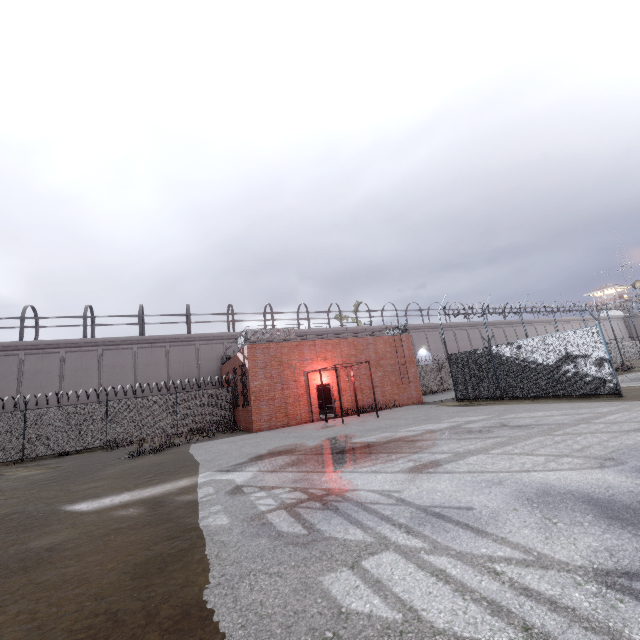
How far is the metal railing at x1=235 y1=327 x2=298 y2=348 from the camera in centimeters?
1906cm

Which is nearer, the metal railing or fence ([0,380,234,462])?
fence ([0,380,234,462])

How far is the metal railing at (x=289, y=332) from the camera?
19.1m

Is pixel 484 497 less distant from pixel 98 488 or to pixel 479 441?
pixel 479 441

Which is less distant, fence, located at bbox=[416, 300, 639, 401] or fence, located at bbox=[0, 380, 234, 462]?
fence, located at bbox=[416, 300, 639, 401]

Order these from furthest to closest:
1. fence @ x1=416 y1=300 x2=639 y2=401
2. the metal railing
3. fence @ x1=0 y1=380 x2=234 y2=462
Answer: the metal railing
fence @ x1=0 y1=380 x2=234 y2=462
fence @ x1=416 y1=300 x2=639 y2=401

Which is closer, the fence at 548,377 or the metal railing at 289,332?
the fence at 548,377
